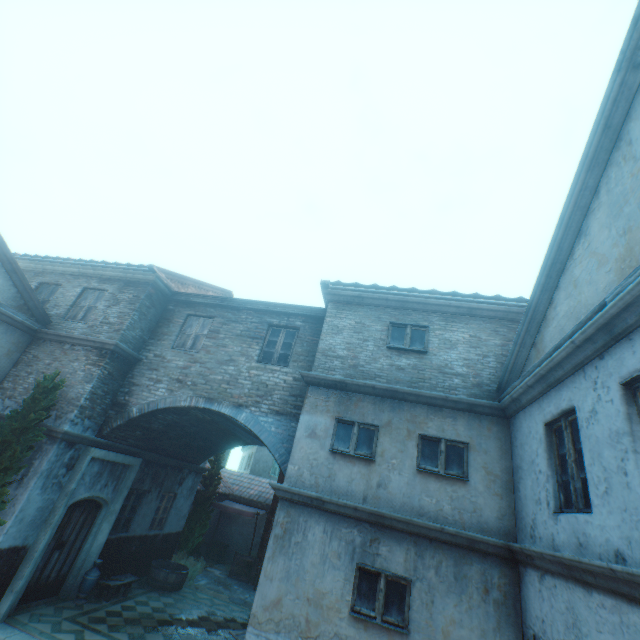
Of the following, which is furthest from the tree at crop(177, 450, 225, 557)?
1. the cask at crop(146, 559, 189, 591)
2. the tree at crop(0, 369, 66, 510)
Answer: the tree at crop(0, 369, 66, 510)

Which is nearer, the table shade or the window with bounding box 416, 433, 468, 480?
the window with bounding box 416, 433, 468, 480

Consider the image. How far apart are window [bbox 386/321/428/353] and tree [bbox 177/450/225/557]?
11.95m

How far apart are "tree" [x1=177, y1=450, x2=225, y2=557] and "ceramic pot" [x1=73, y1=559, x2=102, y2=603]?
5.35m

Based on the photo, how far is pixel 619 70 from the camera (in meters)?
4.05

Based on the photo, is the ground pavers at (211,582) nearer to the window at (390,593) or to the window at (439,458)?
the window at (390,593)

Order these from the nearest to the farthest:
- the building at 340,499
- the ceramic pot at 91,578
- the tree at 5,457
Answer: the building at 340,499, the tree at 5,457, the ceramic pot at 91,578

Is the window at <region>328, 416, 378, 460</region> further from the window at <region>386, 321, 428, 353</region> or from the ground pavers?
the ground pavers
